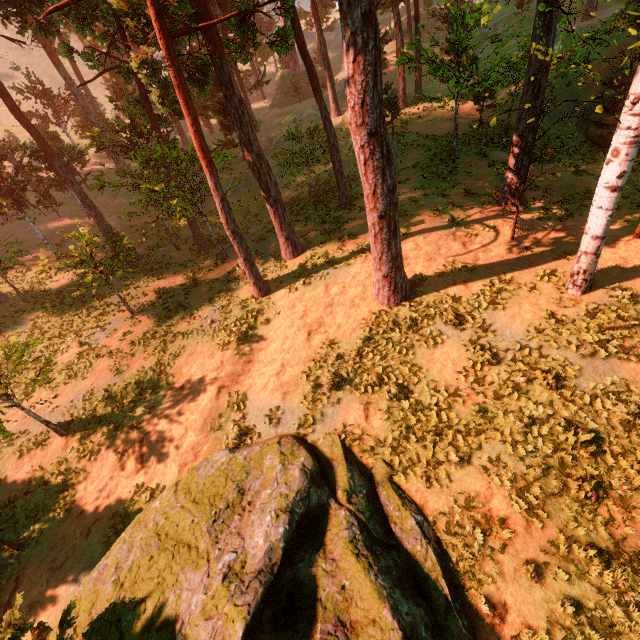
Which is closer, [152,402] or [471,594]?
[471,594]

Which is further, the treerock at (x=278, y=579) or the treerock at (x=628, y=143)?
the treerock at (x=628, y=143)

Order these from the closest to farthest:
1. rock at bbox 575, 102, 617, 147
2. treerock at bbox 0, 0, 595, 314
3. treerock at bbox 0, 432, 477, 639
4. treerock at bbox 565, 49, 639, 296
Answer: treerock at bbox 0, 432, 477, 639
treerock at bbox 565, 49, 639, 296
treerock at bbox 0, 0, 595, 314
rock at bbox 575, 102, 617, 147

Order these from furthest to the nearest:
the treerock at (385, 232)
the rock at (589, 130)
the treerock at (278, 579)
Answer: the rock at (589, 130) < the treerock at (385, 232) < the treerock at (278, 579)

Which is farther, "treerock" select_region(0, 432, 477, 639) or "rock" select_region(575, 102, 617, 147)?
"rock" select_region(575, 102, 617, 147)

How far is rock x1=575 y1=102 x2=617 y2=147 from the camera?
18.0m
